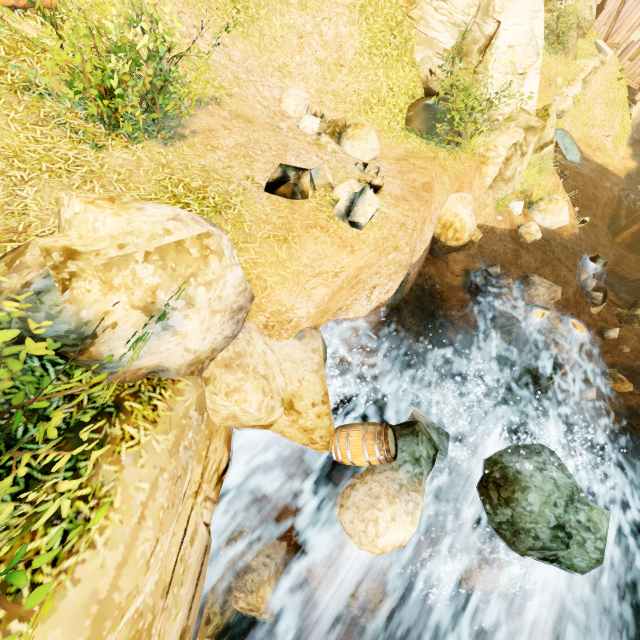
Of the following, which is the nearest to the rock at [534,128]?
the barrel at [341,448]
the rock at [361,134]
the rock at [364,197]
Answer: the rock at [361,134]

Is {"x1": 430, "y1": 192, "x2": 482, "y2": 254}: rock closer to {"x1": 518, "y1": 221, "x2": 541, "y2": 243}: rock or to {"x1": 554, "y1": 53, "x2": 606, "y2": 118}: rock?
{"x1": 518, "y1": 221, "x2": 541, "y2": 243}: rock

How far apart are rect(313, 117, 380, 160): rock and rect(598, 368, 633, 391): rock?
10.96m

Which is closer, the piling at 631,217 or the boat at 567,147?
the boat at 567,147

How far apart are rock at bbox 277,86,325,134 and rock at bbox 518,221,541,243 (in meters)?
8.60

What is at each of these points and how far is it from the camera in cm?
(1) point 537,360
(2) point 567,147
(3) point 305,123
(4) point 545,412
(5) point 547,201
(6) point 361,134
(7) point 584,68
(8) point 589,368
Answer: (1) rock, 935
(2) boat, 2120
(3) rock, 848
(4) rock, 926
(5) rock, 1351
(6) rock, 904
(7) rock, 2252
(8) rock, 1209

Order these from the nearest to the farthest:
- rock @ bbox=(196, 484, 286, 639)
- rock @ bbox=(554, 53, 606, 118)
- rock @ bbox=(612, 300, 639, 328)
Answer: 1. rock @ bbox=(196, 484, 286, 639)
2. rock @ bbox=(612, 300, 639, 328)
3. rock @ bbox=(554, 53, 606, 118)

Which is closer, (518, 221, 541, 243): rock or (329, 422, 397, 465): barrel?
(329, 422, 397, 465): barrel
